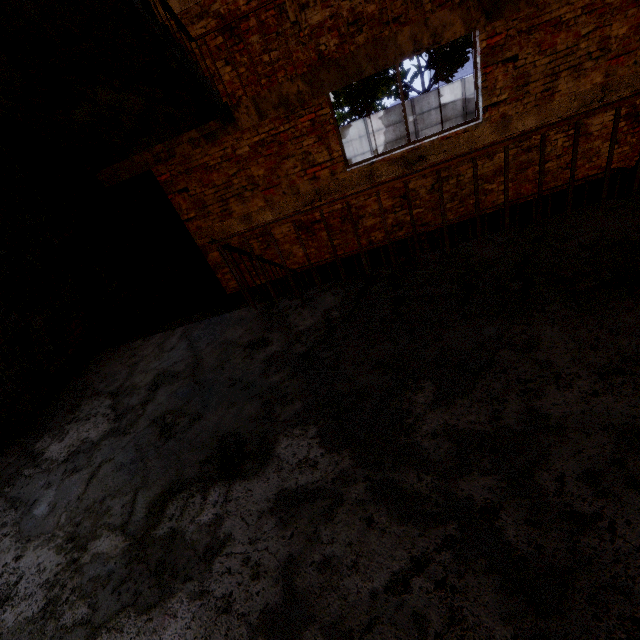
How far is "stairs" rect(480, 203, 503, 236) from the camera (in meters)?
5.36

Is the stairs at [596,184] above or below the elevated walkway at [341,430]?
below

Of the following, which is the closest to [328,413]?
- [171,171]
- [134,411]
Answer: [134,411]

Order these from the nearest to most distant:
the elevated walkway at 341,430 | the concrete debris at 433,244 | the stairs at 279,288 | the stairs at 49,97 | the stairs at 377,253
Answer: the elevated walkway at 341,430 < the stairs at 49,97 < the stairs at 279,288 < the stairs at 377,253 < the concrete debris at 433,244

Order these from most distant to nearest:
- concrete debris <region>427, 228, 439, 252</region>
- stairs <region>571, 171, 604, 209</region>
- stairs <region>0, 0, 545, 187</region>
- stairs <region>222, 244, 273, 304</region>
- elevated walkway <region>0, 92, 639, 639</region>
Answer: concrete debris <region>427, 228, 439, 252</region>, stairs <region>571, 171, 604, 209</region>, stairs <region>222, 244, 273, 304</region>, stairs <region>0, 0, 545, 187</region>, elevated walkway <region>0, 92, 639, 639</region>

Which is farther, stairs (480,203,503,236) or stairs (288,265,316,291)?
stairs (288,265,316,291)

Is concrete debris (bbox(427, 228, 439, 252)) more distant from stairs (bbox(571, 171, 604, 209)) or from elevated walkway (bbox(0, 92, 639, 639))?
elevated walkway (bbox(0, 92, 639, 639))

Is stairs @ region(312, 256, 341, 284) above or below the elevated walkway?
below
